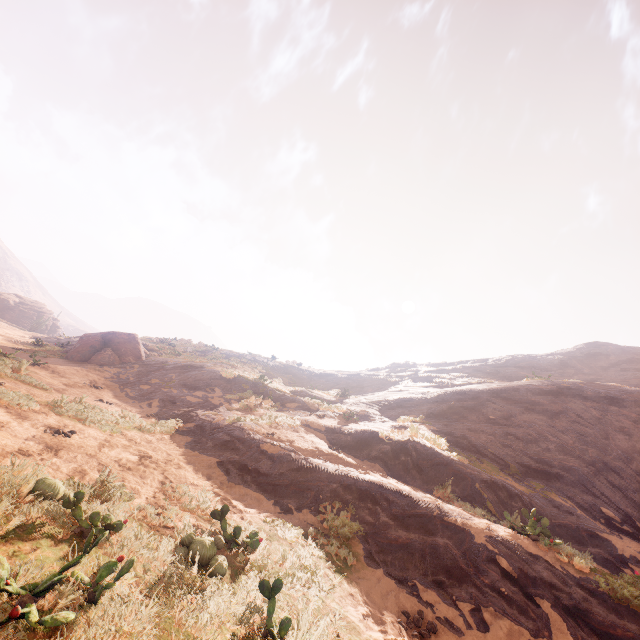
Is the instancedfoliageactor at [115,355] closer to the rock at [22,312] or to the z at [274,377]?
the z at [274,377]

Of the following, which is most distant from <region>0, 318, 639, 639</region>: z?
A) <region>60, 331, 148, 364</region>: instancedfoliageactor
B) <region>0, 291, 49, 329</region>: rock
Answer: <region>0, 291, 49, 329</region>: rock

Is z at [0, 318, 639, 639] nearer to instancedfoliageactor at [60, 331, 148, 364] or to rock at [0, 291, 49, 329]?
instancedfoliageactor at [60, 331, 148, 364]

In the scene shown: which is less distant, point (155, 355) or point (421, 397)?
point (421, 397)

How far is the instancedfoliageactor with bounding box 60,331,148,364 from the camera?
18.1 meters

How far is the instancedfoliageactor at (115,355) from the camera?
18.1 meters

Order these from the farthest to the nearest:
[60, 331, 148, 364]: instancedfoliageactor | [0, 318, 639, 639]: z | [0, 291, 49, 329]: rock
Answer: [0, 291, 49, 329]: rock → [60, 331, 148, 364]: instancedfoliageactor → [0, 318, 639, 639]: z
